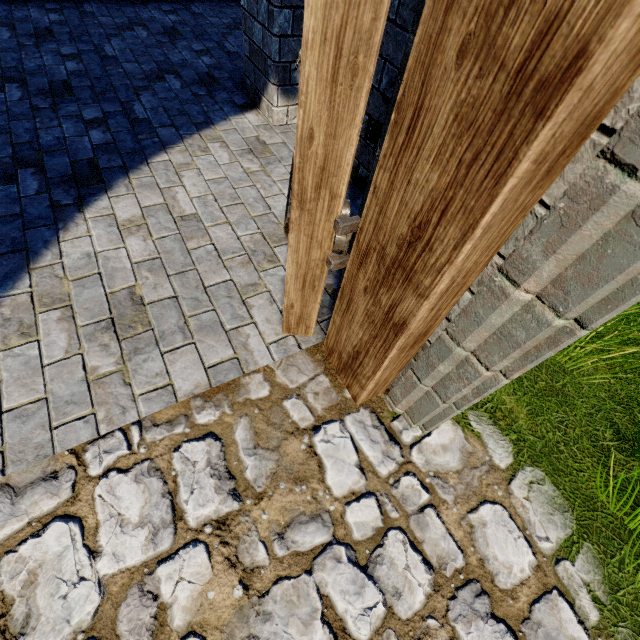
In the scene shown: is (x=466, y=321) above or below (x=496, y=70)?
below

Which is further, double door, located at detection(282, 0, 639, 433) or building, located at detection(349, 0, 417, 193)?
building, located at detection(349, 0, 417, 193)

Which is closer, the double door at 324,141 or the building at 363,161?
the double door at 324,141
